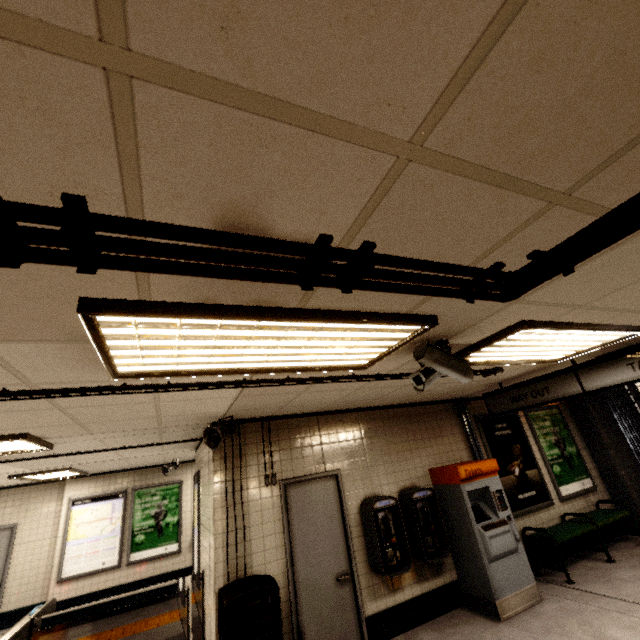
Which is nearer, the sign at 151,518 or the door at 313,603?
the door at 313,603

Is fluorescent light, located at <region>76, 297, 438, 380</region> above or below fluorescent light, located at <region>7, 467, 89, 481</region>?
below

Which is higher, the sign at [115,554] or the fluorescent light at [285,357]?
the fluorescent light at [285,357]

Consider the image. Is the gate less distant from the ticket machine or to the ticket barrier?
the ticket machine

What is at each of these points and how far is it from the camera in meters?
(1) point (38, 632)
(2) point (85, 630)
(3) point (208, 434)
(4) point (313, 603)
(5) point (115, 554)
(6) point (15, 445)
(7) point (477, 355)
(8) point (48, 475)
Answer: (1) ticket barrier, 4.2 m
(2) groundtactileadastrip, 6.4 m
(3) loudspeaker, 4.1 m
(4) door, 4.0 m
(5) sign, 8.1 m
(6) fluorescent light, 3.7 m
(7) fluorescent light, 3.2 m
(8) fluorescent light, 7.0 m

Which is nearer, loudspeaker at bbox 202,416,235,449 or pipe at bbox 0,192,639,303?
pipe at bbox 0,192,639,303

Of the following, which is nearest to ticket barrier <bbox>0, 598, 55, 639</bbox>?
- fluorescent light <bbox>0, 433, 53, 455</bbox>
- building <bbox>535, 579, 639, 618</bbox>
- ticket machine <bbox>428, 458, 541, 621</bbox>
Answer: fluorescent light <bbox>0, 433, 53, 455</bbox>

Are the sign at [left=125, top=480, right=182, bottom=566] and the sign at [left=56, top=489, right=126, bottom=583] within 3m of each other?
yes
